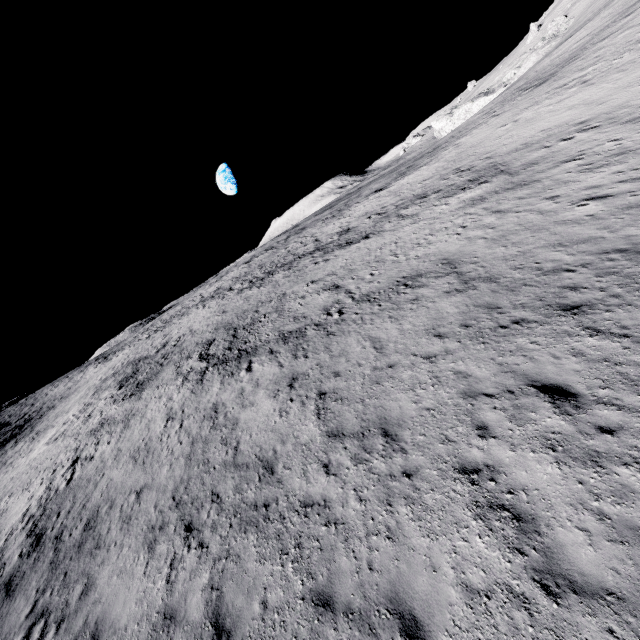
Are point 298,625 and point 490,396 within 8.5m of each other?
yes
